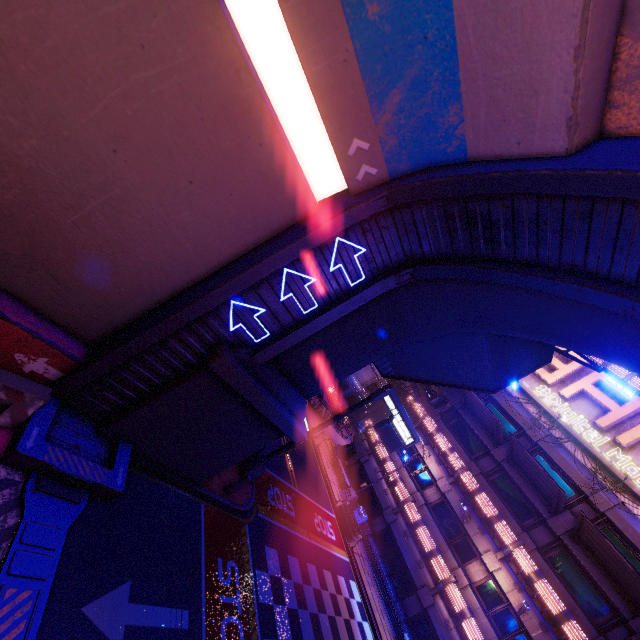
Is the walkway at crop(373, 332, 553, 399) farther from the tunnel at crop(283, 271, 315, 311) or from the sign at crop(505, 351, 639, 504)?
the sign at crop(505, 351, 639, 504)

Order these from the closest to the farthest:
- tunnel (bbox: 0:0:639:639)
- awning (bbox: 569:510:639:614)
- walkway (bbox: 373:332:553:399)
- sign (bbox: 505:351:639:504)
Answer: tunnel (bbox: 0:0:639:639) < walkway (bbox: 373:332:553:399) < awning (bbox: 569:510:639:614) < sign (bbox: 505:351:639:504)

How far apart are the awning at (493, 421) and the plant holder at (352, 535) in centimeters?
1150cm

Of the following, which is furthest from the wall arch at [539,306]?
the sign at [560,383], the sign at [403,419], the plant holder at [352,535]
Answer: the sign at [560,383]

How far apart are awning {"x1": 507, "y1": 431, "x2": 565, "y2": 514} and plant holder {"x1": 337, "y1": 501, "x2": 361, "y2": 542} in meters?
11.5 m

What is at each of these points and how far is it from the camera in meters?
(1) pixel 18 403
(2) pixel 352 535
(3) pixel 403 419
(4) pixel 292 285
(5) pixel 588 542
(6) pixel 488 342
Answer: (1) fence, 6.2
(2) plant holder, 20.8
(3) sign, 15.0
(4) tunnel, 7.7
(5) awning, 18.3
(6) walkway, 11.0

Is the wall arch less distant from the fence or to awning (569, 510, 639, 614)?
the fence

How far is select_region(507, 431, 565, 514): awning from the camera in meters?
18.7
